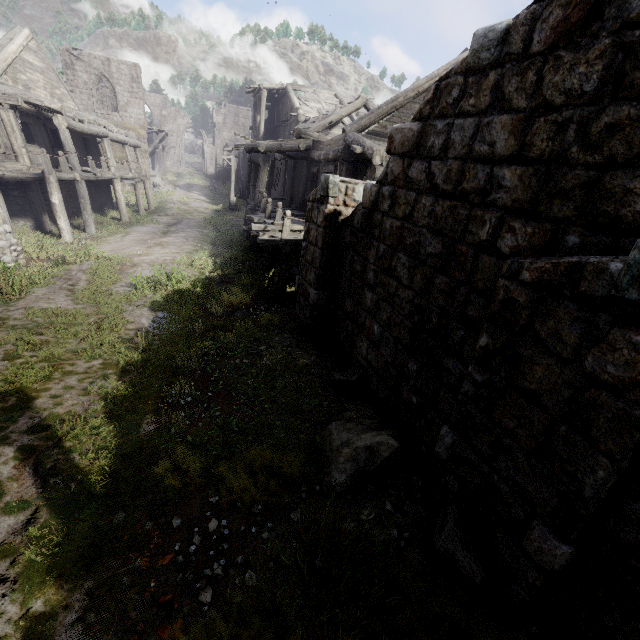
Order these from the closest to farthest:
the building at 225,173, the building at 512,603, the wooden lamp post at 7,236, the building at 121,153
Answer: the building at 512,603
the wooden lamp post at 7,236
the building at 121,153
the building at 225,173

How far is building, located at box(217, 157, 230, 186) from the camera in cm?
4641

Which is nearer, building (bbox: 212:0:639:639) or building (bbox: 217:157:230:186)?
building (bbox: 212:0:639:639)

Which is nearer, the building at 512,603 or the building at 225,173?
the building at 512,603

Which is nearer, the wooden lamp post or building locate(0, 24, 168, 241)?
the wooden lamp post

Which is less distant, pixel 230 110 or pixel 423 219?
pixel 423 219

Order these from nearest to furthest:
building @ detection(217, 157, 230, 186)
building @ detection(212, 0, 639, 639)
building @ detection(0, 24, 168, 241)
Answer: building @ detection(212, 0, 639, 639) < building @ detection(0, 24, 168, 241) < building @ detection(217, 157, 230, 186)

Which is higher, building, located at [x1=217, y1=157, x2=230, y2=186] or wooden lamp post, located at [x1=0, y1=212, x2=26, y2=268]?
building, located at [x1=217, y1=157, x2=230, y2=186]
